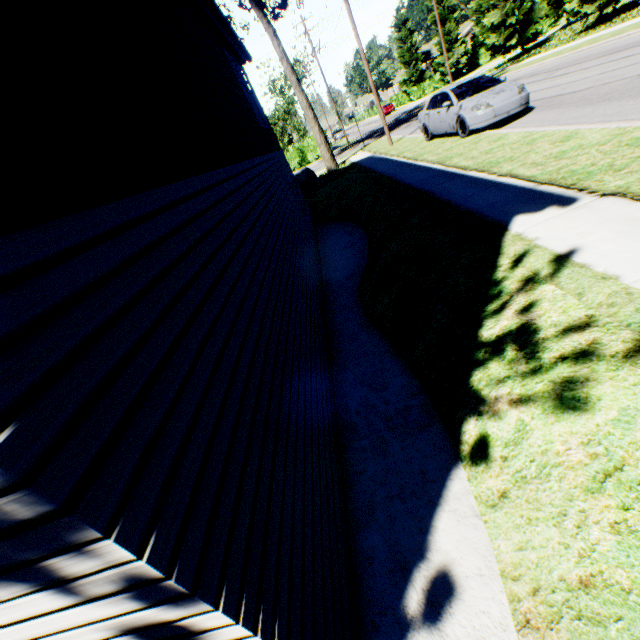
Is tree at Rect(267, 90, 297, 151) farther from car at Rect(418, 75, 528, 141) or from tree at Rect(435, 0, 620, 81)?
tree at Rect(435, 0, 620, 81)

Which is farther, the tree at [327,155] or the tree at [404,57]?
the tree at [404,57]

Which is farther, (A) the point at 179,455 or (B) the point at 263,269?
(B) the point at 263,269

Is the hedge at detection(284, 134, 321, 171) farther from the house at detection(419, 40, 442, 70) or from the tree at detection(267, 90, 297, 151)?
the house at detection(419, 40, 442, 70)

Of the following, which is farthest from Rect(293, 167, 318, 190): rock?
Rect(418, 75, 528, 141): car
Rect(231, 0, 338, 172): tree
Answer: Rect(418, 75, 528, 141): car

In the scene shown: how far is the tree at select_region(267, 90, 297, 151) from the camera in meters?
42.6 m

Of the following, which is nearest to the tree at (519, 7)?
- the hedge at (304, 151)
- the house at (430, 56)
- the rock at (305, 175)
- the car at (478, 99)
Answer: the house at (430, 56)

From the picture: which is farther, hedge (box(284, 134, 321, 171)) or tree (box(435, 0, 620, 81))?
hedge (box(284, 134, 321, 171))
